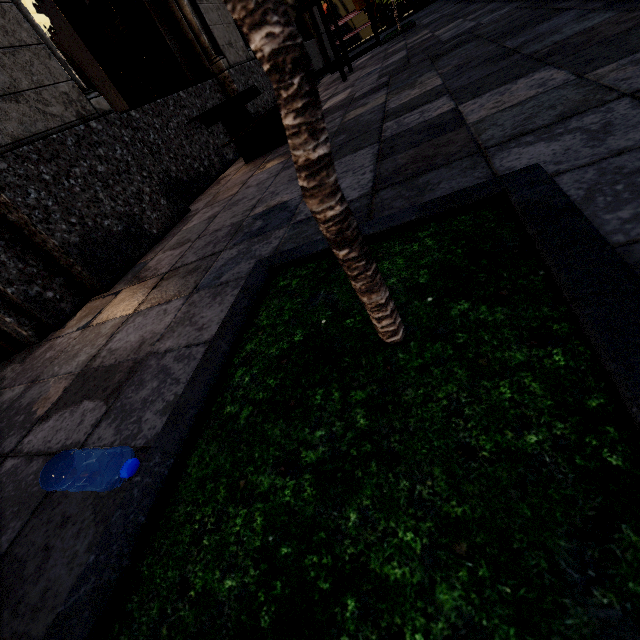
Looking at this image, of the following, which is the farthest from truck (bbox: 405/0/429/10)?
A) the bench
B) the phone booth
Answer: the bench

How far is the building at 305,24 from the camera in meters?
9.4 m

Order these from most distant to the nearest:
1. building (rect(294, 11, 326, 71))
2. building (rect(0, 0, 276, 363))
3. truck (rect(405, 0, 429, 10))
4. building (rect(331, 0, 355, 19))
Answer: building (rect(331, 0, 355, 19))
truck (rect(405, 0, 429, 10))
building (rect(294, 11, 326, 71))
building (rect(0, 0, 276, 363))

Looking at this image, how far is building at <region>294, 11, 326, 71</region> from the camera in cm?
942

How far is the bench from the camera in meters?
3.3

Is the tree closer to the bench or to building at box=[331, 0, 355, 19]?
building at box=[331, 0, 355, 19]

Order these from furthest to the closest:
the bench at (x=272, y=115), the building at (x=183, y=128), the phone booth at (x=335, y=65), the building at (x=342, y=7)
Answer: the building at (x=342, y=7) → the phone booth at (x=335, y=65) → the bench at (x=272, y=115) → the building at (x=183, y=128)

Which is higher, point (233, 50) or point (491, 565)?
point (233, 50)
